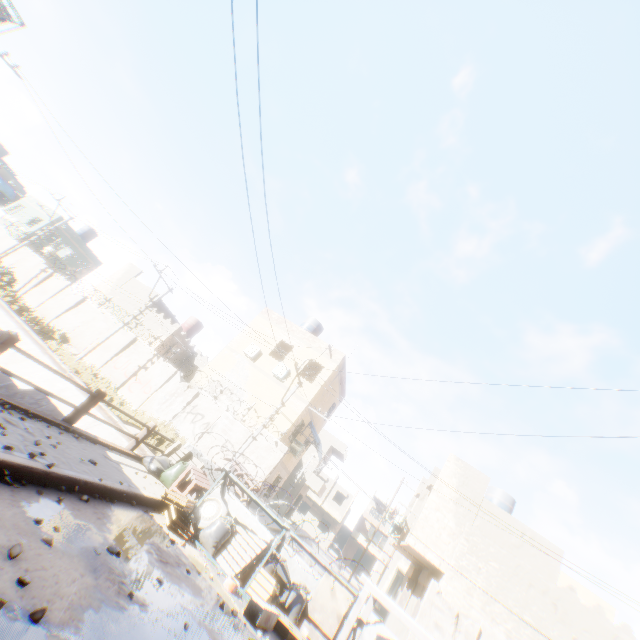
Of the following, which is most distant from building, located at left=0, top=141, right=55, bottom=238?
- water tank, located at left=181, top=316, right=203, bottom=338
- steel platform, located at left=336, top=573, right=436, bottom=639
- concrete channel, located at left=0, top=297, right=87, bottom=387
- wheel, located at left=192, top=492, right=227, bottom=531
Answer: wheel, located at left=192, top=492, right=227, bottom=531

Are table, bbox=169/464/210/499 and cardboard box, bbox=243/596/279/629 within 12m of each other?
yes

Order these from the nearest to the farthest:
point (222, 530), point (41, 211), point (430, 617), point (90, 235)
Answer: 1. point (222, 530)
2. point (430, 617)
3. point (41, 211)
4. point (90, 235)

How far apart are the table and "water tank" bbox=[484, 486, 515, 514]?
18.10m

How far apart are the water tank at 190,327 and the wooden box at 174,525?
23.8m

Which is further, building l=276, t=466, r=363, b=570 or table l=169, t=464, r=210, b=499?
building l=276, t=466, r=363, b=570

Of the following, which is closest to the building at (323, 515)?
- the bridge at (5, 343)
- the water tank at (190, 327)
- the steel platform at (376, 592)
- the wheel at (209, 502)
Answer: the steel platform at (376, 592)

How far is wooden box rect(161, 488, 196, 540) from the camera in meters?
6.9
